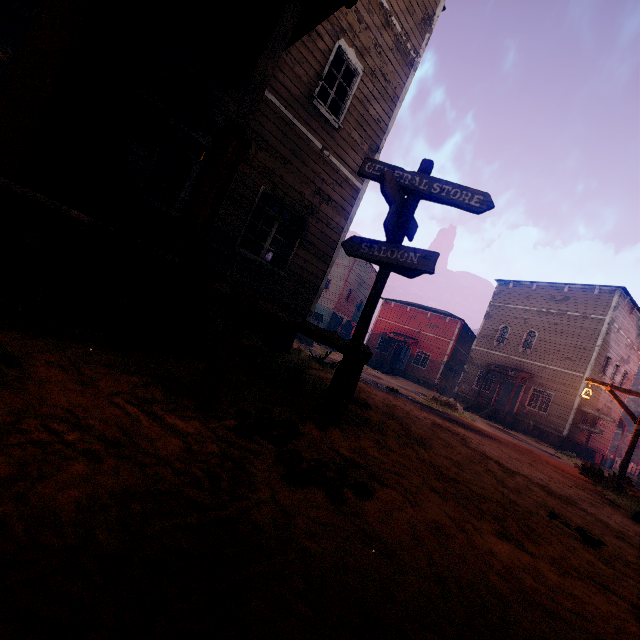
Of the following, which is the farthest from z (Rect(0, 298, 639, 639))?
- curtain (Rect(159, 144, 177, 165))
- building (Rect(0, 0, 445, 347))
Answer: curtain (Rect(159, 144, 177, 165))

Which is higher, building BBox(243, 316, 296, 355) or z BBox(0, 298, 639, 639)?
building BBox(243, 316, 296, 355)

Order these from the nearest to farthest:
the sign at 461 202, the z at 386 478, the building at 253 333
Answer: the z at 386 478 → the sign at 461 202 → the building at 253 333

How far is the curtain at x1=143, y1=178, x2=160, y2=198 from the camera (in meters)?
5.81

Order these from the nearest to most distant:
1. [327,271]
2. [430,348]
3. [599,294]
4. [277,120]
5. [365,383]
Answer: [277,120] → [327,271] → [365,383] → [599,294] → [430,348]

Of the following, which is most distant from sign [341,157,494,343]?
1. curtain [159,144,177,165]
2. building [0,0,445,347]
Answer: curtain [159,144,177,165]

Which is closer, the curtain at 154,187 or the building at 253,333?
the curtain at 154,187
